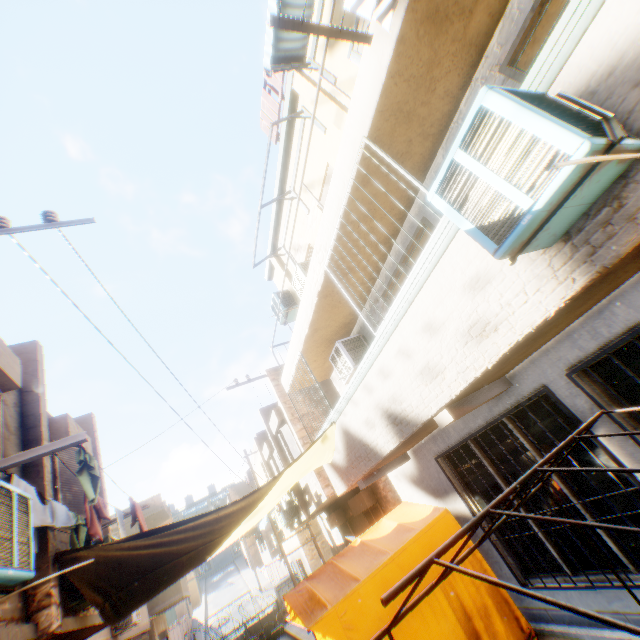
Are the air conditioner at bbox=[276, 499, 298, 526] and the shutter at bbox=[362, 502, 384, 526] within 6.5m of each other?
yes

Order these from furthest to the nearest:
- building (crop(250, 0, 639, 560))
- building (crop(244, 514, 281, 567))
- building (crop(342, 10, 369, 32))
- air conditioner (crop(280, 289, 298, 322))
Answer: building (crop(244, 514, 281, 567))
air conditioner (crop(280, 289, 298, 322))
building (crop(342, 10, 369, 32))
building (crop(250, 0, 639, 560))

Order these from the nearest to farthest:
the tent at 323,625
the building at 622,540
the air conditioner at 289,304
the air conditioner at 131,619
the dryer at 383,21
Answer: the dryer at 383,21, the building at 622,540, the tent at 323,625, the air conditioner at 289,304, the air conditioner at 131,619

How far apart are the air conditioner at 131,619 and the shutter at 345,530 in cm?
787

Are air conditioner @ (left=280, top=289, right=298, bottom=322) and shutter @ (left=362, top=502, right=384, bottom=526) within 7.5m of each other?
yes

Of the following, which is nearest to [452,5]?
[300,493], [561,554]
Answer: [561,554]

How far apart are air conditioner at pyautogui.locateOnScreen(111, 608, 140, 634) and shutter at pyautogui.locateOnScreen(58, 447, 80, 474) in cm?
698

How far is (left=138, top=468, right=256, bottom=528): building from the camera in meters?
20.4
